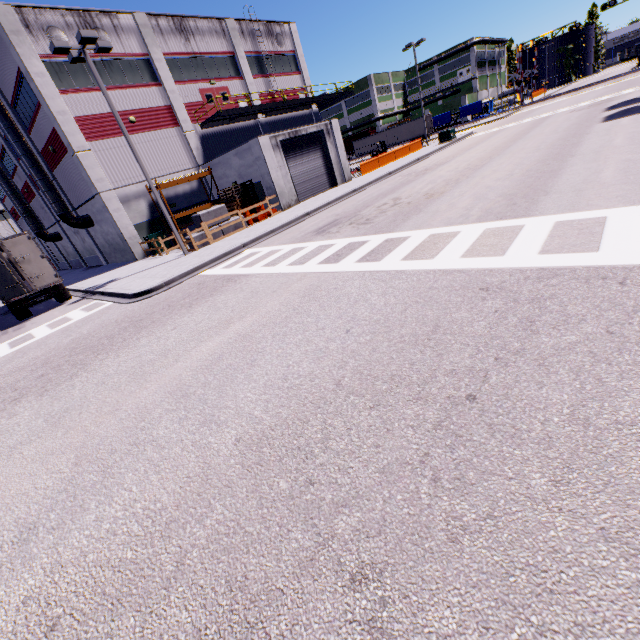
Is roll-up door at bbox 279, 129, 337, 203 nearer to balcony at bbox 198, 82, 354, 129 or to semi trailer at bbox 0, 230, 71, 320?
semi trailer at bbox 0, 230, 71, 320

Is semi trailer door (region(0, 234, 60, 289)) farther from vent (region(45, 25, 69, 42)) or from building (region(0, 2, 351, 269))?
vent (region(45, 25, 69, 42))

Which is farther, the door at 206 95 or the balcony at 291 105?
the door at 206 95

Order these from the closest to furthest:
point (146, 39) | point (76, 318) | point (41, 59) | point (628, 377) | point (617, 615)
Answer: point (617, 615), point (628, 377), point (76, 318), point (41, 59), point (146, 39)

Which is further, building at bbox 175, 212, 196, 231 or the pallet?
building at bbox 175, 212, 196, 231

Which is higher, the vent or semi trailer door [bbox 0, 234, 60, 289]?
the vent

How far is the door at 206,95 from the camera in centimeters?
2620cm

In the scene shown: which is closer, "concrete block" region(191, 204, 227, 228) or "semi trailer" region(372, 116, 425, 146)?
"concrete block" region(191, 204, 227, 228)
